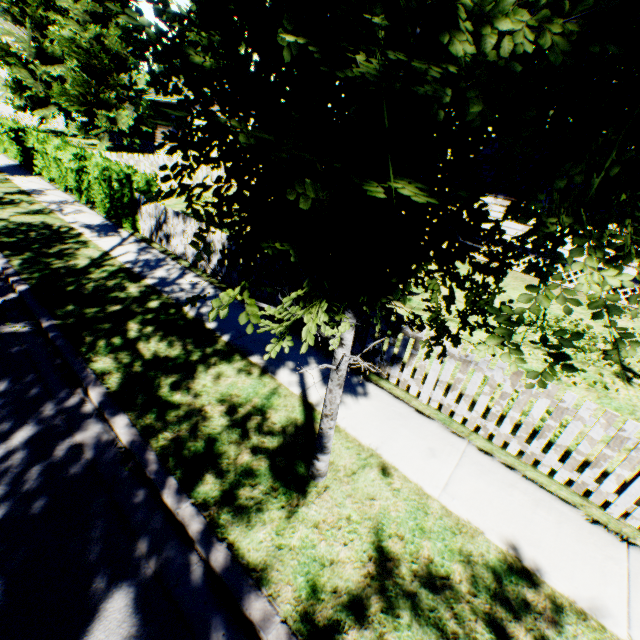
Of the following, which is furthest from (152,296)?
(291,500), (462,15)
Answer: (462,15)

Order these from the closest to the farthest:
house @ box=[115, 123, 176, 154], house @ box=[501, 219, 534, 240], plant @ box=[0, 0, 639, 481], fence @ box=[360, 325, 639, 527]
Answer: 1. plant @ box=[0, 0, 639, 481]
2. fence @ box=[360, 325, 639, 527]
3. house @ box=[501, 219, 534, 240]
4. house @ box=[115, 123, 176, 154]

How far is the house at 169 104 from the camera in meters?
23.8

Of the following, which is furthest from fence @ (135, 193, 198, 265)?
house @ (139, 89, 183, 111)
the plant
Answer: house @ (139, 89, 183, 111)

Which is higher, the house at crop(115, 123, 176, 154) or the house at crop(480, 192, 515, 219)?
the house at crop(480, 192, 515, 219)

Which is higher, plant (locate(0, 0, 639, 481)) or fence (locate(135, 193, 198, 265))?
plant (locate(0, 0, 639, 481))

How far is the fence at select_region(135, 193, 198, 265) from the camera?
8.4m
